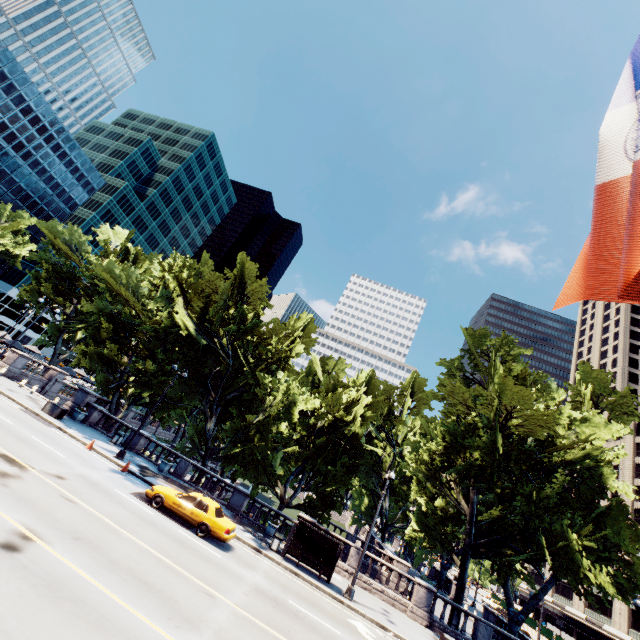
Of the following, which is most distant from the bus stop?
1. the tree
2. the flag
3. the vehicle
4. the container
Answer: the flag

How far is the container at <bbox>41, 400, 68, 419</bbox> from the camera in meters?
24.3 m

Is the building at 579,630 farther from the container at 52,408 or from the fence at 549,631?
the container at 52,408

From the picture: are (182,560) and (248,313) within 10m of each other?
no

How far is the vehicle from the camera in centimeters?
1639cm

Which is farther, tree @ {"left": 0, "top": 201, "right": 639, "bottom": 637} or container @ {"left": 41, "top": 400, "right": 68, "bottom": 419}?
container @ {"left": 41, "top": 400, "right": 68, "bottom": 419}

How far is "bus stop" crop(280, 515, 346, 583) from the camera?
19.64m

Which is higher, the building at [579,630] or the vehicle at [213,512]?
the building at [579,630]
